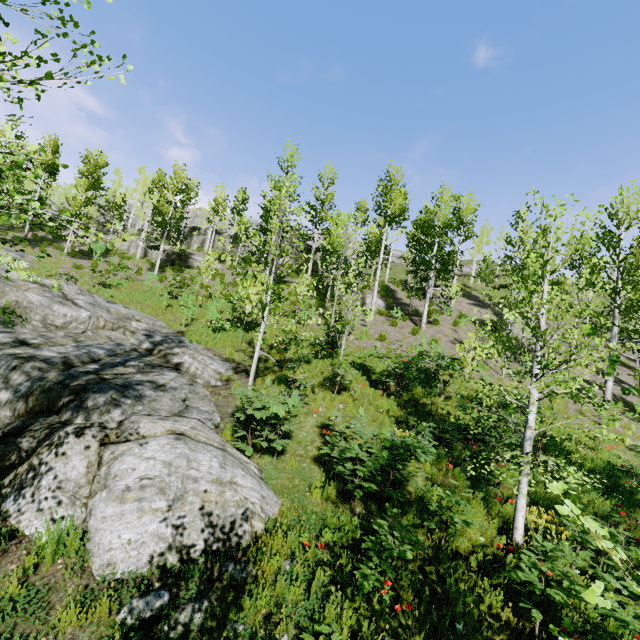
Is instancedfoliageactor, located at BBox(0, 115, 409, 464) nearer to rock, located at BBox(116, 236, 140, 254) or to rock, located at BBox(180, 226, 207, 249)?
rock, located at BBox(116, 236, 140, 254)

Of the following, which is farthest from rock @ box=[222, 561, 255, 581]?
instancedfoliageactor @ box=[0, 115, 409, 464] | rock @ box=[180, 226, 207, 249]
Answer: rock @ box=[180, 226, 207, 249]

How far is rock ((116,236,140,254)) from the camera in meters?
33.1 m

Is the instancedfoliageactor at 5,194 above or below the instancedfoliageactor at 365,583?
above

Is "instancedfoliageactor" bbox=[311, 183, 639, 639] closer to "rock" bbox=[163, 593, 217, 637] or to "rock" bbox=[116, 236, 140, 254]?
"rock" bbox=[163, 593, 217, 637]

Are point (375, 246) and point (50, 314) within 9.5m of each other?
no

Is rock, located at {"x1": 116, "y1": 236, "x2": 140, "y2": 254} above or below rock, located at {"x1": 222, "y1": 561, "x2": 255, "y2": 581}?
above

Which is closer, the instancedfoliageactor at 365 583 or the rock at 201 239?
the instancedfoliageactor at 365 583
